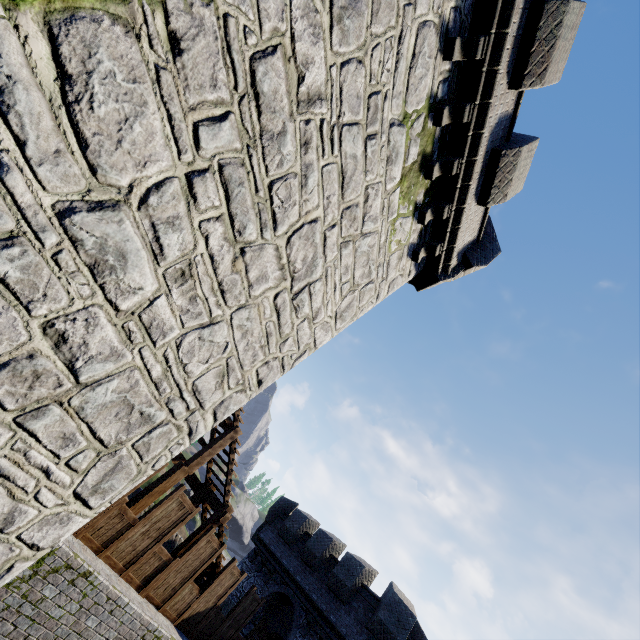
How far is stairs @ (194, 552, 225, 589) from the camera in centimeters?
1078cm

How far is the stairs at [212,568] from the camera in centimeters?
1078cm

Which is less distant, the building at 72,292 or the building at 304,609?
the building at 72,292

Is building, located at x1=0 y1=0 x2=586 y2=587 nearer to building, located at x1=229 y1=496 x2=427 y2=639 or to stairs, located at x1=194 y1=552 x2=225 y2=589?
stairs, located at x1=194 y1=552 x2=225 y2=589

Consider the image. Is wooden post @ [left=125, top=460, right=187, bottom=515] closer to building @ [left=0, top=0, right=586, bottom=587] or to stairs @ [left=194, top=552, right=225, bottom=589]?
stairs @ [left=194, top=552, right=225, bottom=589]

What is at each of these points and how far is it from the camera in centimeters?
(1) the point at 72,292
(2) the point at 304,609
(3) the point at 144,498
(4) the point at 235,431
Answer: (1) building, 313cm
(2) building, 1641cm
(3) wooden post, 877cm
(4) stairs, 1038cm

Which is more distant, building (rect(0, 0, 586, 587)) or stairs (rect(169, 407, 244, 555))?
stairs (rect(169, 407, 244, 555))

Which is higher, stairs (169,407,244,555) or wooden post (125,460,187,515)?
stairs (169,407,244,555)
